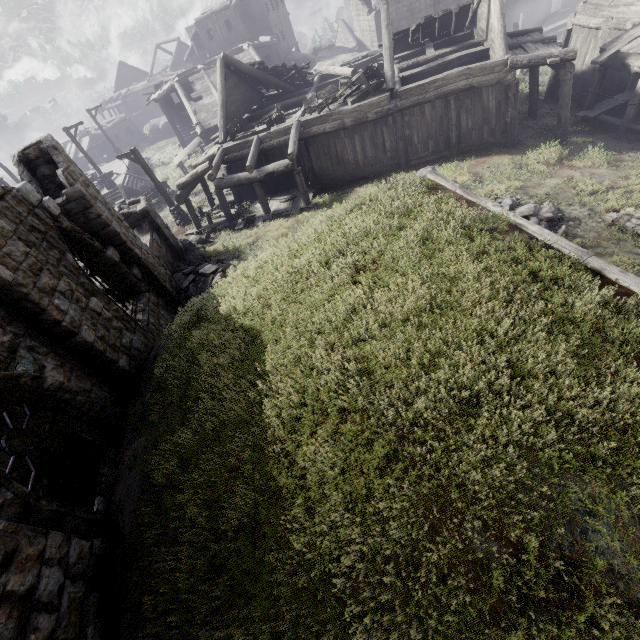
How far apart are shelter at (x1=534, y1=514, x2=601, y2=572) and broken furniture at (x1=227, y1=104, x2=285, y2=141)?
18.6m

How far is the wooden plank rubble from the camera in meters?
18.9 m

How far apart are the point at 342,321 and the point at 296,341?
0.7 meters

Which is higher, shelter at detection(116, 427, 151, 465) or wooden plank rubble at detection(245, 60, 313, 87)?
wooden plank rubble at detection(245, 60, 313, 87)

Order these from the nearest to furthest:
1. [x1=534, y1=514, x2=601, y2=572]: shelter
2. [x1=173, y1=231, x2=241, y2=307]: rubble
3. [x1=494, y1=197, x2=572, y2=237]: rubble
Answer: [x1=534, y1=514, x2=601, y2=572]: shelter → [x1=494, y1=197, x2=572, y2=237]: rubble → [x1=173, y1=231, x2=241, y2=307]: rubble

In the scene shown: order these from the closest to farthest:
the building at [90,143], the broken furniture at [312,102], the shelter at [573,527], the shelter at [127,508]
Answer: the shelter at [573,527] < the shelter at [127,508] < the broken furniture at [312,102] < the building at [90,143]

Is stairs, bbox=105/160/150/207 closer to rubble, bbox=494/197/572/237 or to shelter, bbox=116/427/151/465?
shelter, bbox=116/427/151/465

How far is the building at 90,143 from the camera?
40.7m
